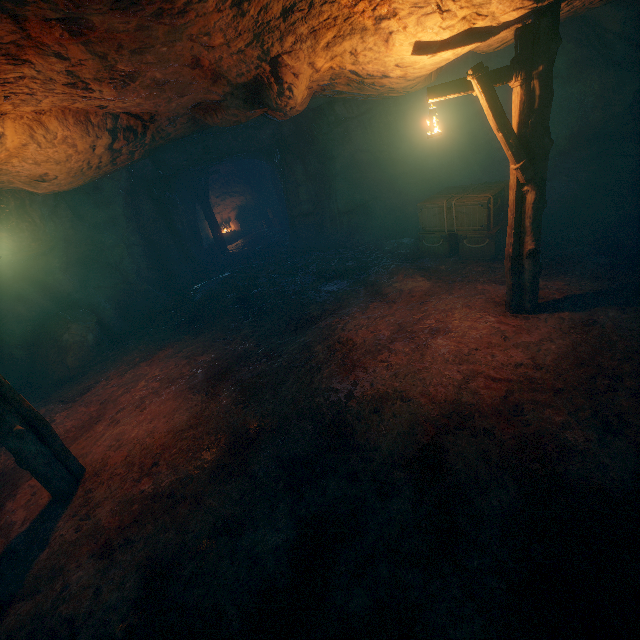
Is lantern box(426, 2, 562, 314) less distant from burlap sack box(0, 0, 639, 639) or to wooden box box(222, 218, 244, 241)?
burlap sack box(0, 0, 639, 639)

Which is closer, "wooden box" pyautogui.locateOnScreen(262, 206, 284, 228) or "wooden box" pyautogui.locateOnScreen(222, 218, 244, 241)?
"wooden box" pyautogui.locateOnScreen(262, 206, 284, 228)

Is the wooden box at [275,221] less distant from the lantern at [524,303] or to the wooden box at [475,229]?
the wooden box at [475,229]

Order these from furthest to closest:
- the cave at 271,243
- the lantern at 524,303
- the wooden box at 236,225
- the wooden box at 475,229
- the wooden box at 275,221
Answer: the wooden box at 236,225, the wooden box at 275,221, the cave at 271,243, the wooden box at 475,229, the lantern at 524,303

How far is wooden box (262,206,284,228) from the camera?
21.1 meters

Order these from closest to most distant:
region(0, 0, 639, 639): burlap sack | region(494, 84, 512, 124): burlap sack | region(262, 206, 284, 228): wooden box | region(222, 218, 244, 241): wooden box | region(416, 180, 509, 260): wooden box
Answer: region(0, 0, 639, 639): burlap sack → region(416, 180, 509, 260): wooden box → region(494, 84, 512, 124): burlap sack → region(262, 206, 284, 228): wooden box → region(222, 218, 244, 241): wooden box

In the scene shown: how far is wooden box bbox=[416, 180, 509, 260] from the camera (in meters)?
8.59

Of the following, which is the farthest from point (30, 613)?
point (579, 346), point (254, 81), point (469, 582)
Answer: point (579, 346)
